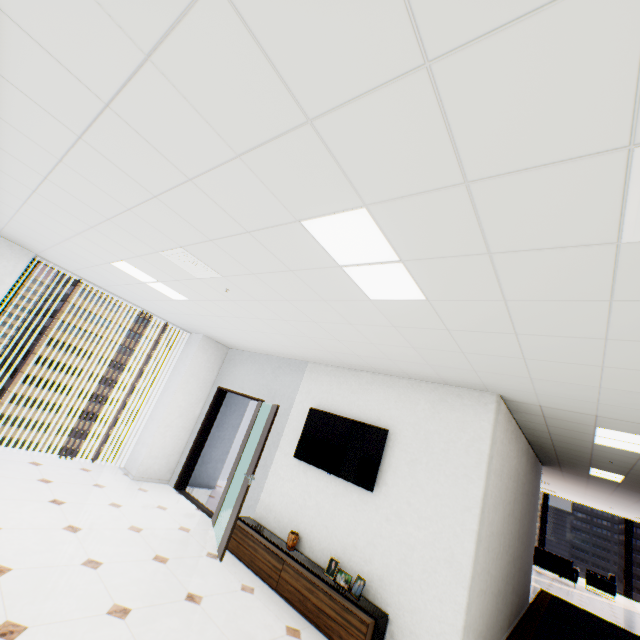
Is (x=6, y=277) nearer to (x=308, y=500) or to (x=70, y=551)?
(x=70, y=551)

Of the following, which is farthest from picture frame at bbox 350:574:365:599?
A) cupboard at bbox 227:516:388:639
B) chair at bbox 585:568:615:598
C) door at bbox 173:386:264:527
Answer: chair at bbox 585:568:615:598

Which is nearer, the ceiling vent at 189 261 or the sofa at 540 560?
the ceiling vent at 189 261

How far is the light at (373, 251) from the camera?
1.8 meters

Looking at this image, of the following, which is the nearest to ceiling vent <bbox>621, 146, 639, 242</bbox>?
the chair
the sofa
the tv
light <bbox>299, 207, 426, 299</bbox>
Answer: light <bbox>299, 207, 426, 299</bbox>

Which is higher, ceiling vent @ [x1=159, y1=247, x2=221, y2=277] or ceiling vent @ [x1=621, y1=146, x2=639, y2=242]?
ceiling vent @ [x1=159, y1=247, x2=221, y2=277]

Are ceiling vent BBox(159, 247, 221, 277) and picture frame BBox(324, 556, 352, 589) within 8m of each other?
yes

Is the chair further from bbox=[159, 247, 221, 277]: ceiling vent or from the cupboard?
bbox=[159, 247, 221, 277]: ceiling vent
